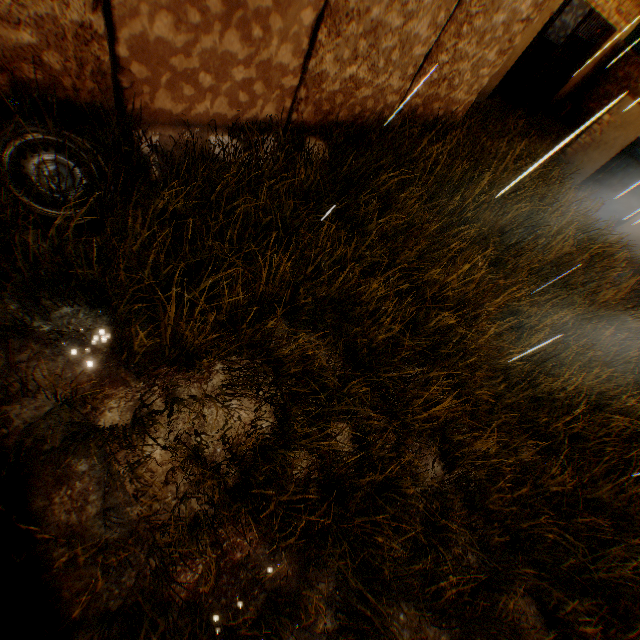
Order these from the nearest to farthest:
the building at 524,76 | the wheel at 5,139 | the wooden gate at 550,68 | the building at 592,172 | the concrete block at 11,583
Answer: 1. the concrete block at 11,583
2. the wheel at 5,139
3. the building at 592,172
4. the building at 524,76
5. the wooden gate at 550,68

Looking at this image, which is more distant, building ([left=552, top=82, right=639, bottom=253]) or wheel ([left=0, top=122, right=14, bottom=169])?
building ([left=552, top=82, right=639, bottom=253])

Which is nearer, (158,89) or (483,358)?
(158,89)

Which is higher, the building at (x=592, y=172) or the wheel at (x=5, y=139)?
the building at (x=592, y=172)

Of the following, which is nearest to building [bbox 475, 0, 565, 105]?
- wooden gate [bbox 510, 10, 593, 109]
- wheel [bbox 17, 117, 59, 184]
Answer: wooden gate [bbox 510, 10, 593, 109]

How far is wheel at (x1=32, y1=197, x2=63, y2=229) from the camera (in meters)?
2.85

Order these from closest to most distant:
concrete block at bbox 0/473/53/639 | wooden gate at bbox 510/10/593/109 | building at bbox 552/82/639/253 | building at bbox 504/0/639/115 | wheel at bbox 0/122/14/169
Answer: concrete block at bbox 0/473/53/639, wheel at bbox 0/122/14/169, building at bbox 552/82/639/253, building at bbox 504/0/639/115, wooden gate at bbox 510/10/593/109
